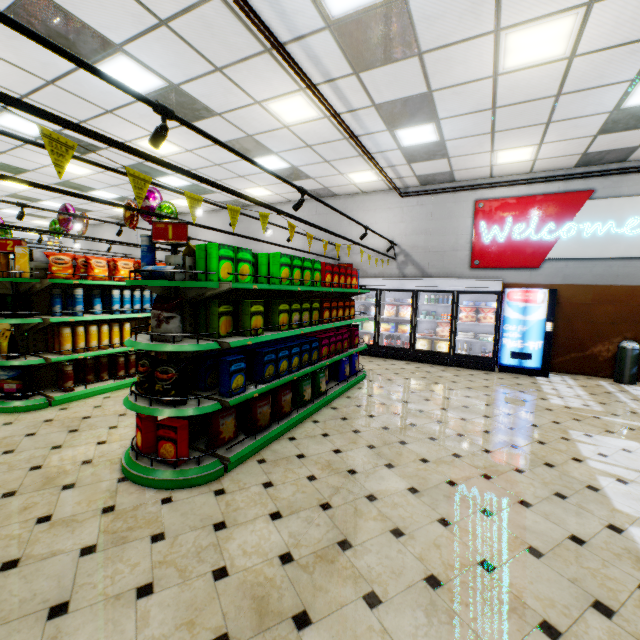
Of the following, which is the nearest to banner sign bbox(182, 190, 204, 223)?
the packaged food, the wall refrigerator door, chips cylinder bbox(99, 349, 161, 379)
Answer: the packaged food

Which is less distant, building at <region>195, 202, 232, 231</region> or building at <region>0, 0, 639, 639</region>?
building at <region>0, 0, 639, 639</region>

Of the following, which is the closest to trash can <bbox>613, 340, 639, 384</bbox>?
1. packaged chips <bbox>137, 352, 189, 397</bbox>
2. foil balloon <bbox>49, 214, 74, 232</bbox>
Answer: packaged chips <bbox>137, 352, 189, 397</bbox>

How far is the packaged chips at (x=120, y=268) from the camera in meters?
5.0 m

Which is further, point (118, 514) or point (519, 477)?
point (519, 477)

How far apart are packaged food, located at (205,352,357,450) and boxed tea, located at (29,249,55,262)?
4.10m

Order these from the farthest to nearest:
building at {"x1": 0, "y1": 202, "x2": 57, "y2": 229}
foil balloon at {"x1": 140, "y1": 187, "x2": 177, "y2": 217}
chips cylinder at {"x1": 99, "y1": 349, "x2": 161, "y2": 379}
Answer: building at {"x1": 0, "y1": 202, "x2": 57, "y2": 229} → foil balloon at {"x1": 140, "y1": 187, "x2": 177, "y2": 217} → chips cylinder at {"x1": 99, "y1": 349, "x2": 161, "y2": 379}

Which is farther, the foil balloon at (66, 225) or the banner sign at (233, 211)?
the foil balloon at (66, 225)
